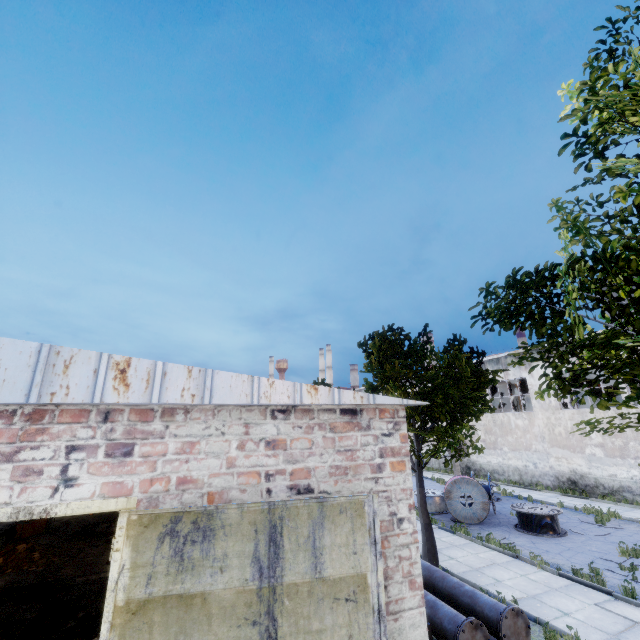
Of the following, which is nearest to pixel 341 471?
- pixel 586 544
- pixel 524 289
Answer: pixel 524 289

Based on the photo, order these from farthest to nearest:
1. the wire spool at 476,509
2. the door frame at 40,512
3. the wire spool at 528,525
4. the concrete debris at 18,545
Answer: the wire spool at 476,509 < the wire spool at 528,525 < the concrete debris at 18,545 < the door frame at 40,512

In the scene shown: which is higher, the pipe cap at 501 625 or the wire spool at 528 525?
the pipe cap at 501 625

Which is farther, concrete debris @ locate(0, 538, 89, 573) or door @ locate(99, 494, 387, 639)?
concrete debris @ locate(0, 538, 89, 573)

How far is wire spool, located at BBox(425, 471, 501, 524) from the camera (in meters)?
15.64

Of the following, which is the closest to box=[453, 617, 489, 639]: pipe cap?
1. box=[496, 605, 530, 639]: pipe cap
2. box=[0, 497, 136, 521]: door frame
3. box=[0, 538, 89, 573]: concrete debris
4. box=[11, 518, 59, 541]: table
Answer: box=[496, 605, 530, 639]: pipe cap

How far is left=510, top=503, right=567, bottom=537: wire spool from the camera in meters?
13.9

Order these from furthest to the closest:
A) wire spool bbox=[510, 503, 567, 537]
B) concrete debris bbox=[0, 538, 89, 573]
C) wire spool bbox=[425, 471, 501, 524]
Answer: wire spool bbox=[425, 471, 501, 524] < wire spool bbox=[510, 503, 567, 537] < concrete debris bbox=[0, 538, 89, 573]
